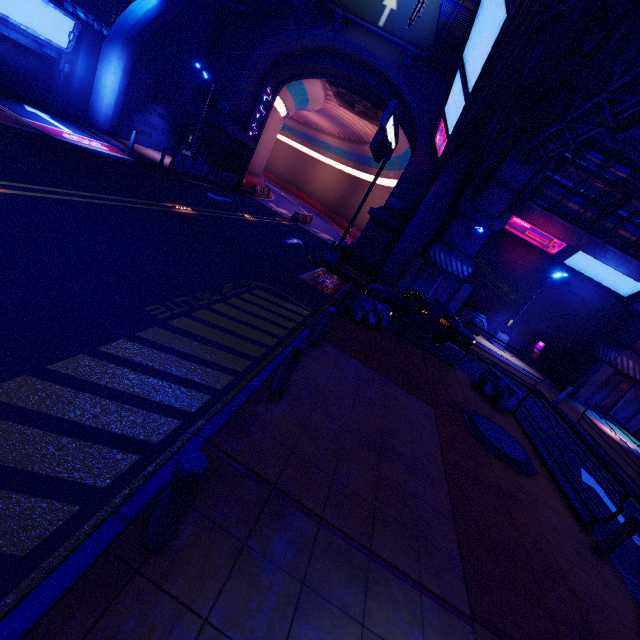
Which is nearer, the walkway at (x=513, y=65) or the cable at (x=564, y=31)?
the cable at (x=564, y=31)

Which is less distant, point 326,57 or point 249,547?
point 249,547

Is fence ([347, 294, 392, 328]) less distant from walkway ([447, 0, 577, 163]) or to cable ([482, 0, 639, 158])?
cable ([482, 0, 639, 158])

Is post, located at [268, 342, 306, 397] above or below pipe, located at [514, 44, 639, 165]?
below

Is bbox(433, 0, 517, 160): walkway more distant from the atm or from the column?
the column

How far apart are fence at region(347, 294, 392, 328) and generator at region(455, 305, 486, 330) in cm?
1192

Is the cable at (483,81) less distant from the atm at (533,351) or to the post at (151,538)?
the post at (151,538)

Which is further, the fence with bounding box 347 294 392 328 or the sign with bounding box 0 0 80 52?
the sign with bounding box 0 0 80 52
